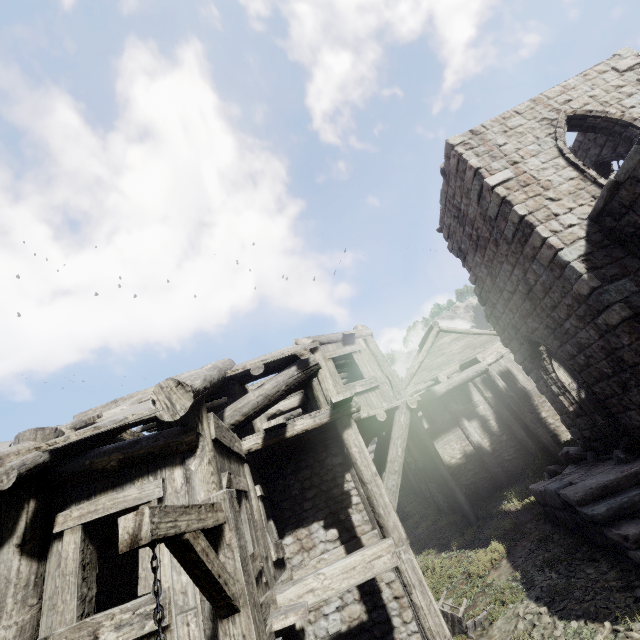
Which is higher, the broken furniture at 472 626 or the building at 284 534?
the building at 284 534

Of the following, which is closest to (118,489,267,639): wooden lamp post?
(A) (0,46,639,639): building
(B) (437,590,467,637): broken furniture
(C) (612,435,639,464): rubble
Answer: (A) (0,46,639,639): building

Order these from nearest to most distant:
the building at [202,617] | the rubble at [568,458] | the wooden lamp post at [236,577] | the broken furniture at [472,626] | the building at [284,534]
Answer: the wooden lamp post at [236,577]
the building at [202,617]
the building at [284,534]
the broken furniture at [472,626]
the rubble at [568,458]

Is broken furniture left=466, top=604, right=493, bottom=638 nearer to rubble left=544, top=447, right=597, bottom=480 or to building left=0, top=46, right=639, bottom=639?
building left=0, top=46, right=639, bottom=639

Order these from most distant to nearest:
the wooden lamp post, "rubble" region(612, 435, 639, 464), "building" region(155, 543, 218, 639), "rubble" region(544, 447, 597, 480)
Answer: "rubble" region(544, 447, 597, 480) → "rubble" region(612, 435, 639, 464) → "building" region(155, 543, 218, 639) → the wooden lamp post

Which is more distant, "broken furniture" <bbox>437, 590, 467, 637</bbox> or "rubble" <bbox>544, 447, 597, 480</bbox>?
"rubble" <bbox>544, 447, 597, 480</bbox>

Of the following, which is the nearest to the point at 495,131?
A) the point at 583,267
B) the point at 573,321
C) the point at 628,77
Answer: the point at 628,77

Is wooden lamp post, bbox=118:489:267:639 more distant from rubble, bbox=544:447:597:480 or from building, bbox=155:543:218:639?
rubble, bbox=544:447:597:480
